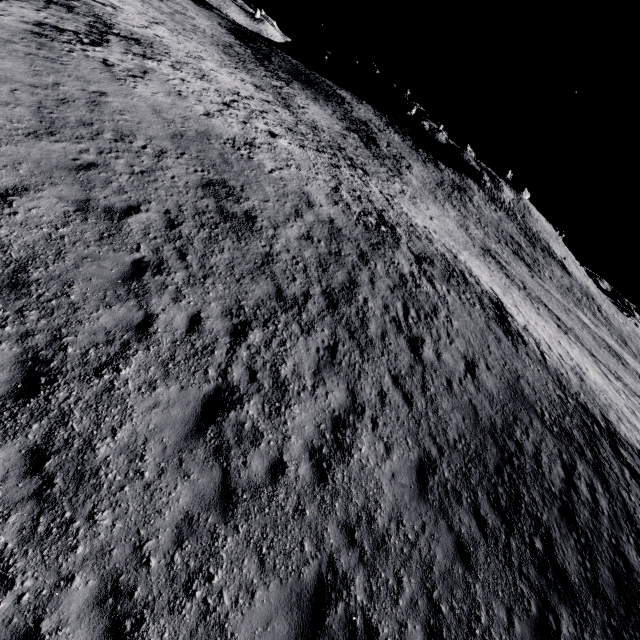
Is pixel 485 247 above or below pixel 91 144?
above
